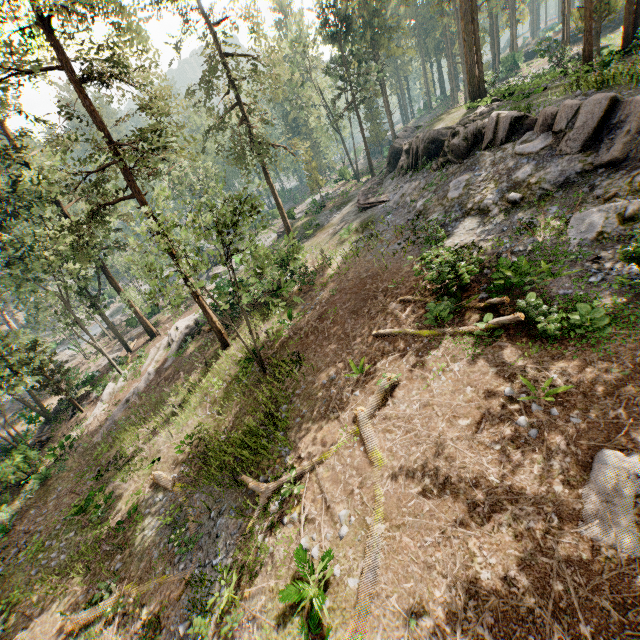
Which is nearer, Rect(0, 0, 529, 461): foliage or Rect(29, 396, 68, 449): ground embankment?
Rect(0, 0, 529, 461): foliage

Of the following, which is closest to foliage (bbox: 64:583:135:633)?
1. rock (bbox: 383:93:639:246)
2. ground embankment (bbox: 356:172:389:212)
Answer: rock (bbox: 383:93:639:246)

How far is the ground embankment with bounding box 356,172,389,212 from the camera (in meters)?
25.58

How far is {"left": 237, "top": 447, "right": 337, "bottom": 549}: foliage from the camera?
10.43m

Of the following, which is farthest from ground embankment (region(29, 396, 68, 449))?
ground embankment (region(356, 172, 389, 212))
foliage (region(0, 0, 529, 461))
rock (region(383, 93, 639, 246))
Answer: rock (region(383, 93, 639, 246))

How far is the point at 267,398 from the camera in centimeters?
1452cm

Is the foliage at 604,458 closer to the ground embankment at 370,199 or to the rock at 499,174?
the rock at 499,174

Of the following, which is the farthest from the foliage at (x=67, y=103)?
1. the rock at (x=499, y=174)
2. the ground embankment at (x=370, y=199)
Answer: the ground embankment at (x=370, y=199)
